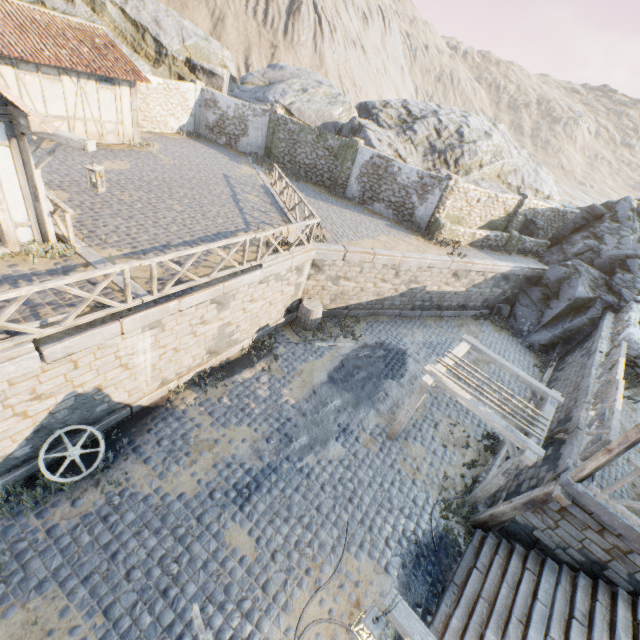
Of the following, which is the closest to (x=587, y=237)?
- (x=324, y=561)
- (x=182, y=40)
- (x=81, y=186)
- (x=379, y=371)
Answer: (x=379, y=371)

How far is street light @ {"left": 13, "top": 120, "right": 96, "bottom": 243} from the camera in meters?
6.7 m

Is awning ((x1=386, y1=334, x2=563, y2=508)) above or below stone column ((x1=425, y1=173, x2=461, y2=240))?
below

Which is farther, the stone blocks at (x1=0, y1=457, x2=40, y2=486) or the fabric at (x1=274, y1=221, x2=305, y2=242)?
the fabric at (x1=274, y1=221, x2=305, y2=242)

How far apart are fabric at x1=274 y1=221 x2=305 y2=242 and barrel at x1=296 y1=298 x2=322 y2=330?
2.9m

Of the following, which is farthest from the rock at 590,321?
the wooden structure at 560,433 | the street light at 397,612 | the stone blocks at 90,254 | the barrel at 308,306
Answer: the street light at 397,612

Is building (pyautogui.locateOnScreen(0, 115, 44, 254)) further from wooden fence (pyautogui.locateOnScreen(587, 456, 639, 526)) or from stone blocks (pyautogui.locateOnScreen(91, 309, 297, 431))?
wooden fence (pyautogui.locateOnScreen(587, 456, 639, 526))

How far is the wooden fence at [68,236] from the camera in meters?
7.9
